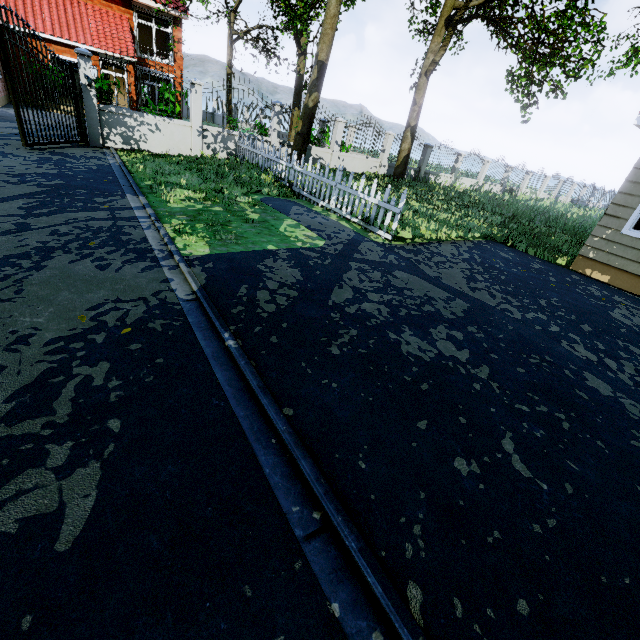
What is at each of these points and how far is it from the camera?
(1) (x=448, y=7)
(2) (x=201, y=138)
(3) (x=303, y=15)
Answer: (1) tree, 12.5m
(2) fence, 12.4m
(3) tree, 15.2m

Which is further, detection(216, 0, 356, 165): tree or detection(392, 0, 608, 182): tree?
detection(216, 0, 356, 165): tree

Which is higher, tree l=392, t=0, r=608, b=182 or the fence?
tree l=392, t=0, r=608, b=182

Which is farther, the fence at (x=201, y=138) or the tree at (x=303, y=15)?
the tree at (x=303, y=15)

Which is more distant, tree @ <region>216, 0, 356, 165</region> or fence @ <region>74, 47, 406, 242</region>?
tree @ <region>216, 0, 356, 165</region>

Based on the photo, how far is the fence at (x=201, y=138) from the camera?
8.1m

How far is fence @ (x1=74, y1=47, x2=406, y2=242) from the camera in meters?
8.1 m

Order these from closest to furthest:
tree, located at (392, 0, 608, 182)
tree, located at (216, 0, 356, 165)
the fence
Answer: the fence < tree, located at (392, 0, 608, 182) < tree, located at (216, 0, 356, 165)
